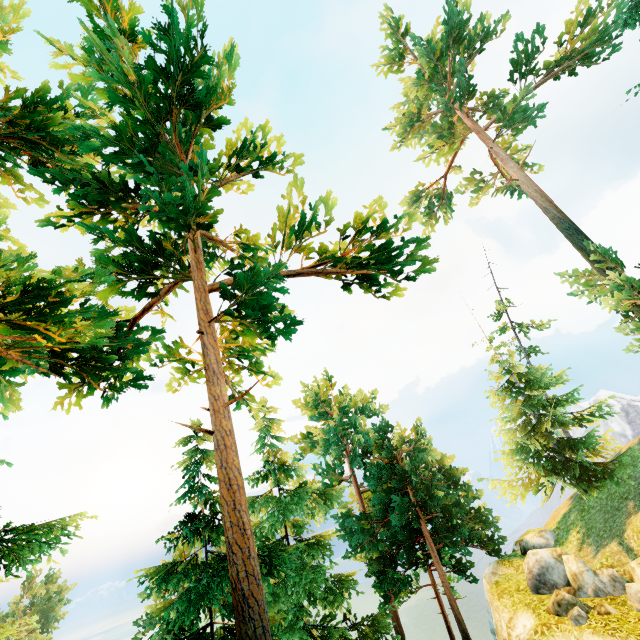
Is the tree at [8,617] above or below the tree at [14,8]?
below

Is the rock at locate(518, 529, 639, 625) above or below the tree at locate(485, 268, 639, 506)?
below

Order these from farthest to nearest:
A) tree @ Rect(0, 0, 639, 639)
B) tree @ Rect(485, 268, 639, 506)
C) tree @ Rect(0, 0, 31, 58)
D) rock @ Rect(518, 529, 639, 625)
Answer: tree @ Rect(485, 268, 639, 506)
rock @ Rect(518, 529, 639, 625)
tree @ Rect(0, 0, 31, 58)
tree @ Rect(0, 0, 639, 639)

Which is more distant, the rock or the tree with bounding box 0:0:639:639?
the rock

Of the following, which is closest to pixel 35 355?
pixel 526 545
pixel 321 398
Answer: pixel 526 545

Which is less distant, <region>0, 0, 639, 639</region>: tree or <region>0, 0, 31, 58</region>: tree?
<region>0, 0, 639, 639</region>: tree

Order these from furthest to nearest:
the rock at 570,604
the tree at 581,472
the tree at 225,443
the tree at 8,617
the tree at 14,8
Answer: the tree at 581,472, the rock at 570,604, the tree at 14,8, the tree at 225,443, the tree at 8,617

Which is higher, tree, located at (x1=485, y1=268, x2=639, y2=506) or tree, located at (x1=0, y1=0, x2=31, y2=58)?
tree, located at (x1=0, y1=0, x2=31, y2=58)
